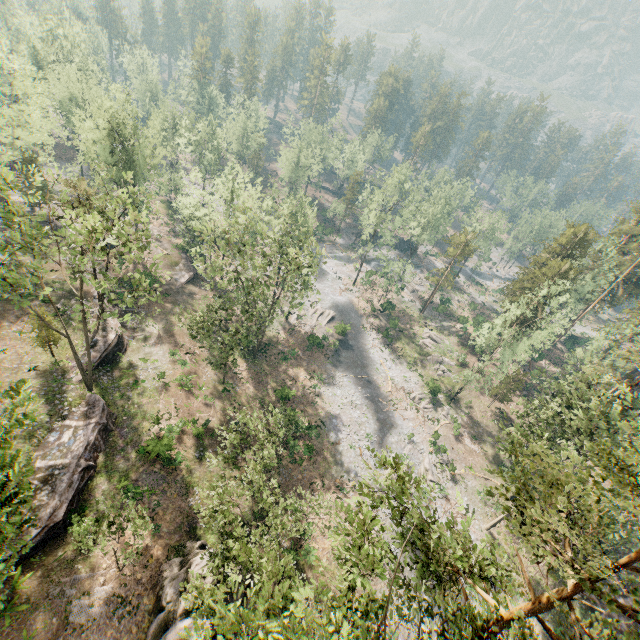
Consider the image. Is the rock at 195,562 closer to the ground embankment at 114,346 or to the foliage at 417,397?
the foliage at 417,397

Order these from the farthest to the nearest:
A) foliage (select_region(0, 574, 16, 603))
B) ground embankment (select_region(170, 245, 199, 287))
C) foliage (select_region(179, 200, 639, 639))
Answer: ground embankment (select_region(170, 245, 199, 287))
foliage (select_region(179, 200, 639, 639))
foliage (select_region(0, 574, 16, 603))

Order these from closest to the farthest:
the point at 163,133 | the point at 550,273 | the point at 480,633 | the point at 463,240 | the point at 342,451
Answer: the point at 480,633, the point at 342,451, the point at 163,133, the point at 550,273, the point at 463,240

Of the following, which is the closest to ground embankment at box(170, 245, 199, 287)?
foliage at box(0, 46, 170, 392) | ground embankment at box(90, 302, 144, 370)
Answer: foliage at box(0, 46, 170, 392)

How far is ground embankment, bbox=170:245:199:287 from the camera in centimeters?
4716cm

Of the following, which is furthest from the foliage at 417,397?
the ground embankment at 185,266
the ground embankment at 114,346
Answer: the ground embankment at 114,346

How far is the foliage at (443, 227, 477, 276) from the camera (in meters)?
54.81
